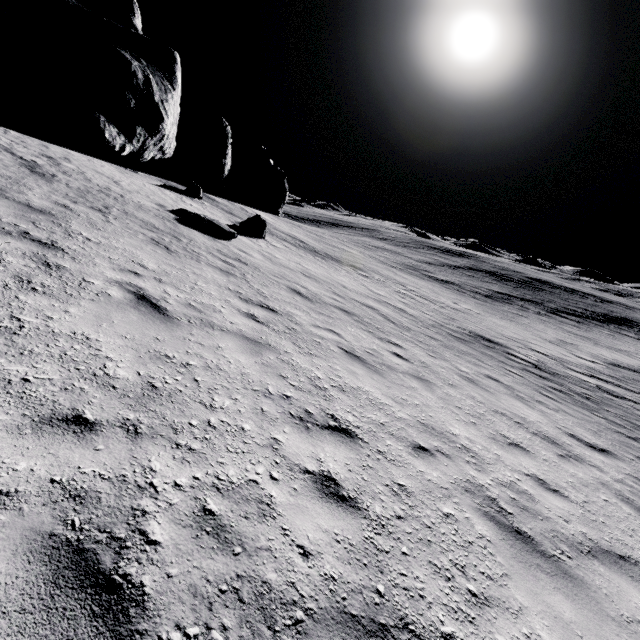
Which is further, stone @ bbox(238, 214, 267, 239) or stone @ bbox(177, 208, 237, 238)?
stone @ bbox(238, 214, 267, 239)

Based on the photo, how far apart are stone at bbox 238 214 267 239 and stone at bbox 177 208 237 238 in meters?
3.6 m

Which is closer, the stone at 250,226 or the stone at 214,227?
the stone at 214,227

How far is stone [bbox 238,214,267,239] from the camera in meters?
18.4 m

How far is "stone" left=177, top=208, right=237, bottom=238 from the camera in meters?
13.5 m

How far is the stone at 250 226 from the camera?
18.4m

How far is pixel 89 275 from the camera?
5.17m
